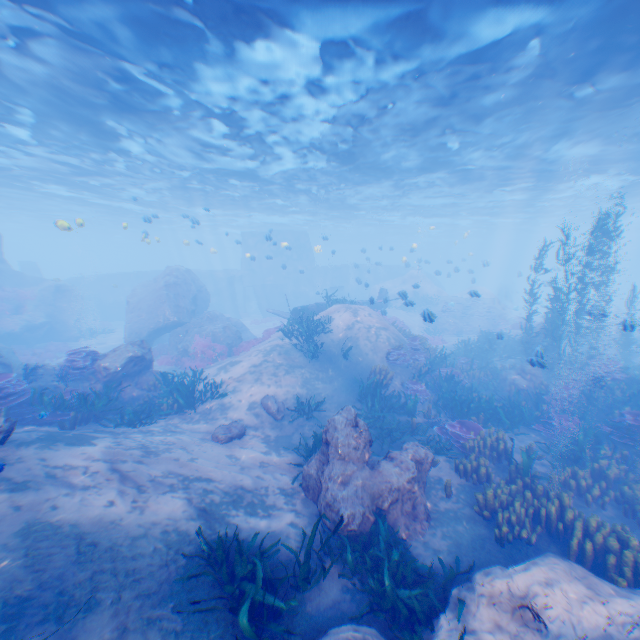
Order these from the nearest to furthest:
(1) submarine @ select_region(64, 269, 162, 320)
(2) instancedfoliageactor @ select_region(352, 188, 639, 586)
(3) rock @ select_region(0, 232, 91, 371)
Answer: (2) instancedfoliageactor @ select_region(352, 188, 639, 586)
(3) rock @ select_region(0, 232, 91, 371)
(1) submarine @ select_region(64, 269, 162, 320)

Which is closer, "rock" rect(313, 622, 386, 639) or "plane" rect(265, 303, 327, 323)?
"rock" rect(313, 622, 386, 639)

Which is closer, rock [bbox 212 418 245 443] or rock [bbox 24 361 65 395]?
rock [bbox 212 418 245 443]

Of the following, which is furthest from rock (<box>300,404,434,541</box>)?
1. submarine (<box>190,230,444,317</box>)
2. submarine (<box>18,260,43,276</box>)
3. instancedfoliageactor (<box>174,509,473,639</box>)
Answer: submarine (<box>18,260,43,276</box>)

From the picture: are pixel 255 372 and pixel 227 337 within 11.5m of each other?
yes

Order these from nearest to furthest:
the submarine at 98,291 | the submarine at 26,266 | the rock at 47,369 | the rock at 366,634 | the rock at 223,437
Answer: the rock at 366,634 < the rock at 223,437 < the rock at 47,369 < the submarine at 98,291 < the submarine at 26,266

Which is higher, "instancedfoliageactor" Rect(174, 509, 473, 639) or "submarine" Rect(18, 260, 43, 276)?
"submarine" Rect(18, 260, 43, 276)

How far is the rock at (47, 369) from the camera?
10.61m
